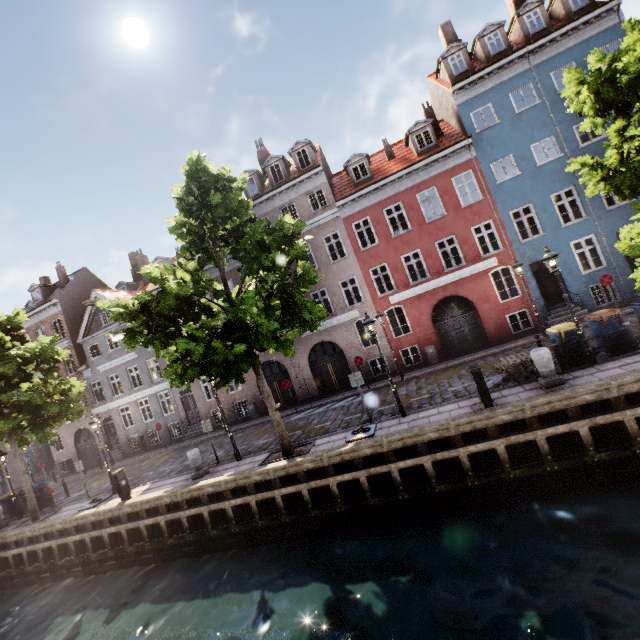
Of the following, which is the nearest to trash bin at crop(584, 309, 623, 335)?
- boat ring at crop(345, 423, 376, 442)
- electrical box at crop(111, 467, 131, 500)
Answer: boat ring at crop(345, 423, 376, 442)

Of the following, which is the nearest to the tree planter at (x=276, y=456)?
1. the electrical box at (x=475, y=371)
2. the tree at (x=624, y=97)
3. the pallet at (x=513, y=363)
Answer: the tree at (x=624, y=97)

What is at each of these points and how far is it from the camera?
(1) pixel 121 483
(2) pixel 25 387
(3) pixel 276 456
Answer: (1) electrical box, 13.29m
(2) tree, 15.22m
(3) tree planter, 11.97m

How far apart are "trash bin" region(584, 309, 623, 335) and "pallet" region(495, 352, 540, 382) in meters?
2.0 m

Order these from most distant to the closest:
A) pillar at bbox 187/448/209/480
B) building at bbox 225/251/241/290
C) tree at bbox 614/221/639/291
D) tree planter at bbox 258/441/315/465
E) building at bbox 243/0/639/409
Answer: building at bbox 225/251/241/290
building at bbox 243/0/639/409
pillar at bbox 187/448/209/480
tree planter at bbox 258/441/315/465
tree at bbox 614/221/639/291

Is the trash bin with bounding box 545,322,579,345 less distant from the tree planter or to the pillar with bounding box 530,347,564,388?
the pillar with bounding box 530,347,564,388

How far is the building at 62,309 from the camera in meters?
23.7 m

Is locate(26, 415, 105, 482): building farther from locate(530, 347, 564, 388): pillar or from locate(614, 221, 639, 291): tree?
locate(530, 347, 564, 388): pillar
